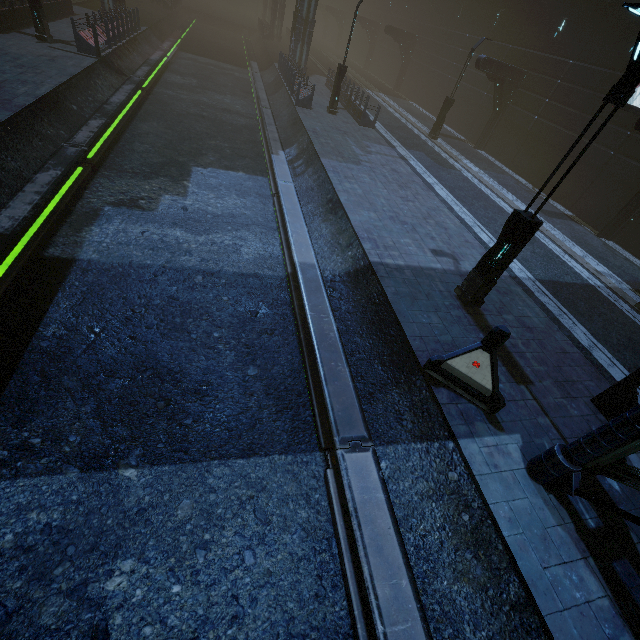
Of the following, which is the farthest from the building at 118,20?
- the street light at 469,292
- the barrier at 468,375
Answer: the street light at 469,292

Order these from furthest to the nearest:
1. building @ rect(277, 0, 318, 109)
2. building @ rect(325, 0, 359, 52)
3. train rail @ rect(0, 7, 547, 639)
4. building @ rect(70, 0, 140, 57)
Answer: building @ rect(325, 0, 359, 52) < building @ rect(277, 0, 318, 109) < building @ rect(70, 0, 140, 57) < train rail @ rect(0, 7, 547, 639)

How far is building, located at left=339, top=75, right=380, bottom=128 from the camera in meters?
19.6

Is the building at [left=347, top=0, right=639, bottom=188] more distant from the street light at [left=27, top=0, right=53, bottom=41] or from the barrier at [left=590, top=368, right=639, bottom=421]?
the barrier at [left=590, top=368, right=639, bottom=421]

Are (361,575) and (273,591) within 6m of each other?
yes

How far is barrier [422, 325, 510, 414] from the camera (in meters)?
5.90

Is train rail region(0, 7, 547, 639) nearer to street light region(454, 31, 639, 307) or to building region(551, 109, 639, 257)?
building region(551, 109, 639, 257)

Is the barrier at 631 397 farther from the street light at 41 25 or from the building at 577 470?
the street light at 41 25
